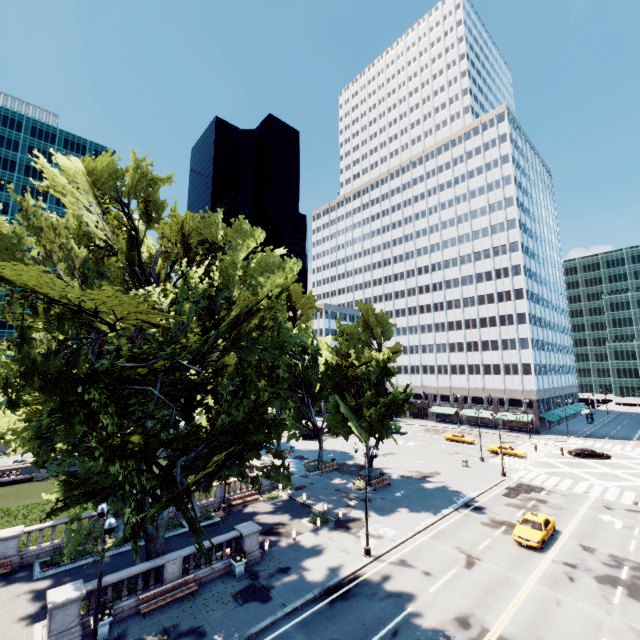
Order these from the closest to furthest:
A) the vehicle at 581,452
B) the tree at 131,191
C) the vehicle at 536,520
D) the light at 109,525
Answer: the tree at 131,191 < the light at 109,525 < the vehicle at 536,520 < the vehicle at 581,452

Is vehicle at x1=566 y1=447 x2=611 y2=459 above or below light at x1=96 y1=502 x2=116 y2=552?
below

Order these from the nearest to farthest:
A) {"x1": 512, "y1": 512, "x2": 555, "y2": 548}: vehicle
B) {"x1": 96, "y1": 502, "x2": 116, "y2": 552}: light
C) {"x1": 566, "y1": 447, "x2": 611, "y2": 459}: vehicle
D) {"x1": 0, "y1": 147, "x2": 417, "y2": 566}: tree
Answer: {"x1": 0, "y1": 147, "x2": 417, "y2": 566}: tree → {"x1": 96, "y1": 502, "x2": 116, "y2": 552}: light → {"x1": 512, "y1": 512, "x2": 555, "y2": 548}: vehicle → {"x1": 566, "y1": 447, "x2": 611, "y2": 459}: vehicle

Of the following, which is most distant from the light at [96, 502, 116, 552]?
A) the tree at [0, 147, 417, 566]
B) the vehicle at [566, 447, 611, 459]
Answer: the vehicle at [566, 447, 611, 459]

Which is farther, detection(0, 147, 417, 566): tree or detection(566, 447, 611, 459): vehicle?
detection(566, 447, 611, 459): vehicle

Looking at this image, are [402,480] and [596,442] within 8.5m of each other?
no

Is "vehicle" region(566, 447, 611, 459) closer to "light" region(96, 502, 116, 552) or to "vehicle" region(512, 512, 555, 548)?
"vehicle" region(512, 512, 555, 548)

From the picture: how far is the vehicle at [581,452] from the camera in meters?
47.4 m
